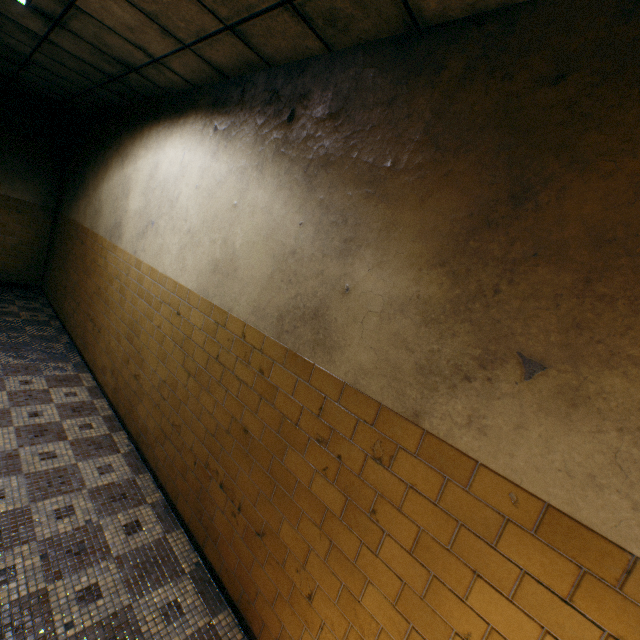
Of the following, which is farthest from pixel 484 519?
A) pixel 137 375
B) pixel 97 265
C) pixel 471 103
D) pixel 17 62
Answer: pixel 17 62
